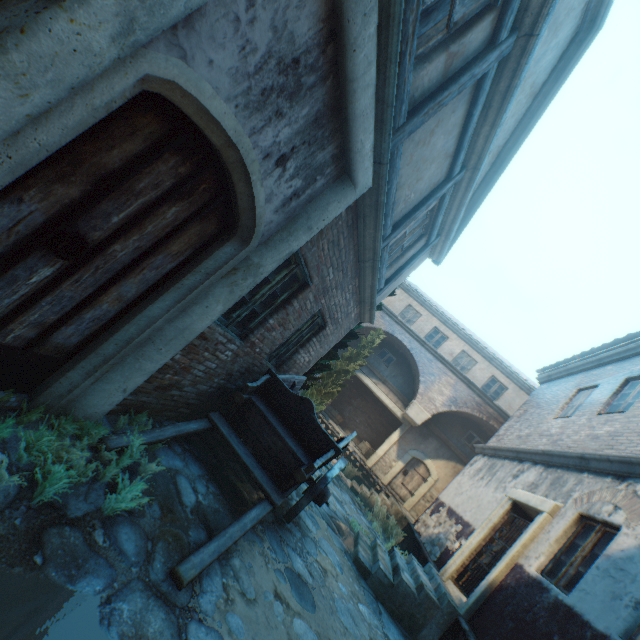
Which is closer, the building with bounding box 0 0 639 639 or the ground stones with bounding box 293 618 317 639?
the building with bounding box 0 0 639 639

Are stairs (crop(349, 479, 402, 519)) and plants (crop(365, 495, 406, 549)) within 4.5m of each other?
yes

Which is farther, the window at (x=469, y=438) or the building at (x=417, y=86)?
the window at (x=469, y=438)

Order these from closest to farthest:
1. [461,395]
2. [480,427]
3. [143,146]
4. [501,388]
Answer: [143,146] → [461,395] → [480,427] → [501,388]

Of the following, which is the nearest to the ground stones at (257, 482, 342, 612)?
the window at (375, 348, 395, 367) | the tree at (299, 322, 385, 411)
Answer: the tree at (299, 322, 385, 411)

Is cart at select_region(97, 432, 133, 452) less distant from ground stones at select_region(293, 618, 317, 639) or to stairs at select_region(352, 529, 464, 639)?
ground stones at select_region(293, 618, 317, 639)

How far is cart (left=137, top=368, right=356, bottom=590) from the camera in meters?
3.2

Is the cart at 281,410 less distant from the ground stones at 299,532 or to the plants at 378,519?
the ground stones at 299,532
